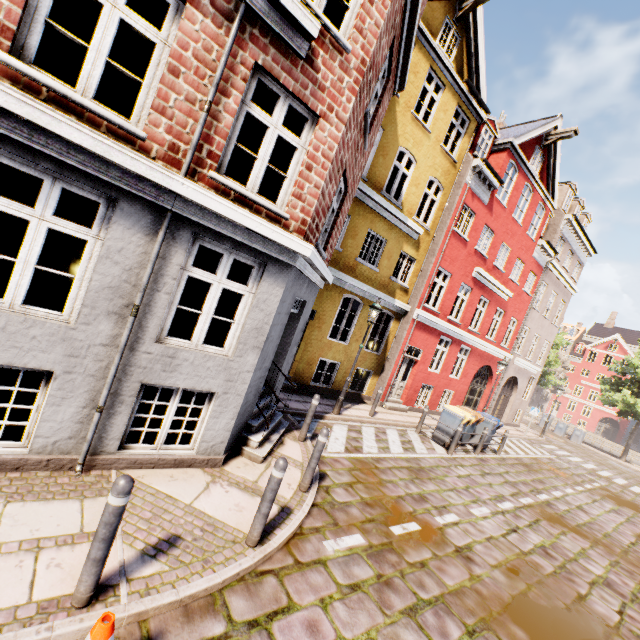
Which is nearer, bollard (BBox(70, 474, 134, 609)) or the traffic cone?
the traffic cone

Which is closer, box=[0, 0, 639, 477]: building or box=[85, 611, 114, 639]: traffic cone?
box=[85, 611, 114, 639]: traffic cone

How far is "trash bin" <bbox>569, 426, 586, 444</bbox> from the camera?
27.70m

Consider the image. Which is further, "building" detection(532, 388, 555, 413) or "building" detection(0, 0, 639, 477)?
"building" detection(532, 388, 555, 413)

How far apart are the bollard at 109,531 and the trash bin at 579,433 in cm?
3576

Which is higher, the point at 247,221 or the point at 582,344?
the point at 582,344

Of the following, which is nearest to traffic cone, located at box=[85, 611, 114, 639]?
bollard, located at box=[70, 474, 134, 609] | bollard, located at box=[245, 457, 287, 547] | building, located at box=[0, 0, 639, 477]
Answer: bollard, located at box=[70, 474, 134, 609]

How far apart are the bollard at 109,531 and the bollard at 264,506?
1.59m
